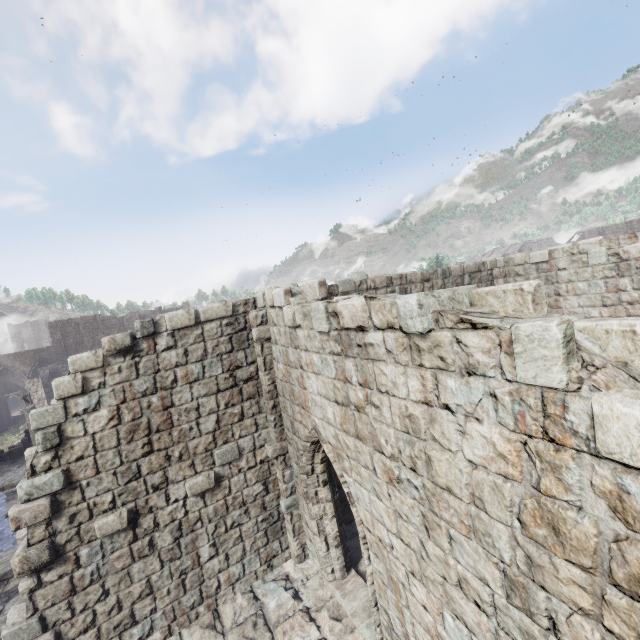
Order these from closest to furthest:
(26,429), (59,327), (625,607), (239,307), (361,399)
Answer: (625,607)
(361,399)
(239,307)
(26,429)
(59,327)
